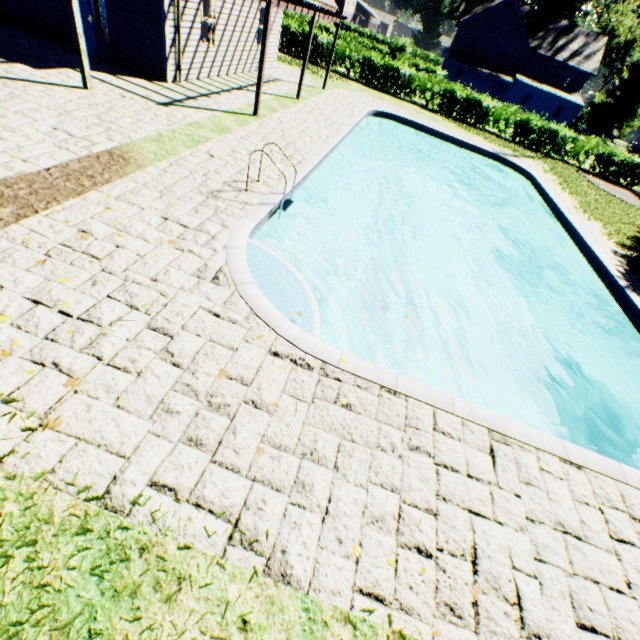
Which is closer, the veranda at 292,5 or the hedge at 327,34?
the veranda at 292,5

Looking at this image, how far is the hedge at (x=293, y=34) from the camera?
23.6m

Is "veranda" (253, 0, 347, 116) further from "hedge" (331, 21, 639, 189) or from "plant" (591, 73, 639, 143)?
"hedge" (331, 21, 639, 189)

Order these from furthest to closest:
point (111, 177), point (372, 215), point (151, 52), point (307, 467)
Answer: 1. point (372, 215)
2. point (151, 52)
3. point (111, 177)
4. point (307, 467)

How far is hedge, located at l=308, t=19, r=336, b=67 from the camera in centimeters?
2355cm

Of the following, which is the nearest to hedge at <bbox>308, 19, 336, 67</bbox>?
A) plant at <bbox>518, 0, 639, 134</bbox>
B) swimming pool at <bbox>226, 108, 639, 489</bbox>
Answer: plant at <bbox>518, 0, 639, 134</bbox>

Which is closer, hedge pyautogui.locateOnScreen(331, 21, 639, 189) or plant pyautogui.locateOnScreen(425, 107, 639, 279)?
plant pyautogui.locateOnScreen(425, 107, 639, 279)
